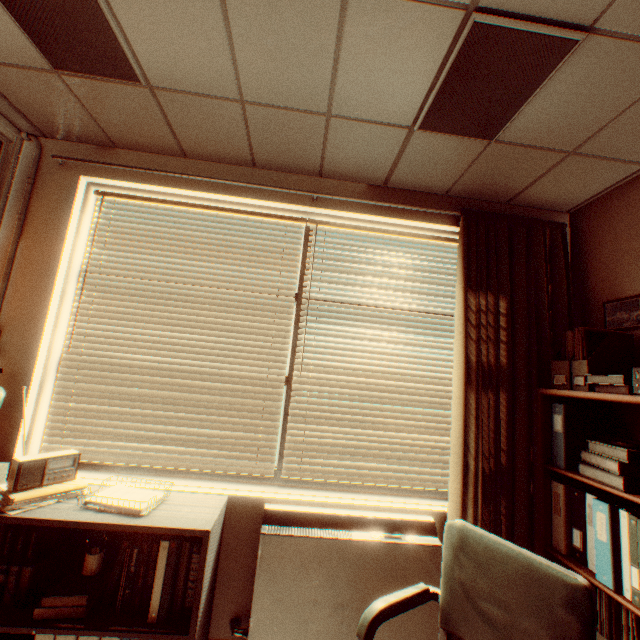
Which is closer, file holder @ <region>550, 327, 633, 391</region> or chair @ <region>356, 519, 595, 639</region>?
chair @ <region>356, 519, 595, 639</region>

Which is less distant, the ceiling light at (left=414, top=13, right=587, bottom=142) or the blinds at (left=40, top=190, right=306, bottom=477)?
the ceiling light at (left=414, top=13, right=587, bottom=142)

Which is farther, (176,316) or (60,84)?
(176,316)

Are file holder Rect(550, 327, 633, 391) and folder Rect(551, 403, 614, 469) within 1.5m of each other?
yes

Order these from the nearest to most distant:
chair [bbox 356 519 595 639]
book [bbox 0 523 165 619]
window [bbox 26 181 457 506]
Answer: chair [bbox 356 519 595 639], book [bbox 0 523 165 619], window [bbox 26 181 457 506]

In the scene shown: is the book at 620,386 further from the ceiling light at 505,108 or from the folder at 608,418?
the ceiling light at 505,108

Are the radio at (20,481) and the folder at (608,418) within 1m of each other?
no

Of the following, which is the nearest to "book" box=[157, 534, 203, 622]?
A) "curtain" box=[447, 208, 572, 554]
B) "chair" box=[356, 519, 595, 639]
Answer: "chair" box=[356, 519, 595, 639]
